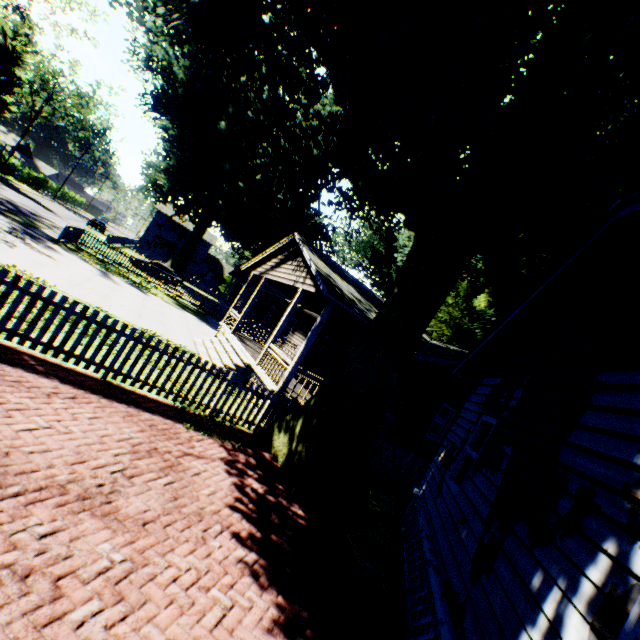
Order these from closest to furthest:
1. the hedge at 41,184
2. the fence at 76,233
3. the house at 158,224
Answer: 1. the fence at 76,233
2. the hedge at 41,184
3. the house at 158,224

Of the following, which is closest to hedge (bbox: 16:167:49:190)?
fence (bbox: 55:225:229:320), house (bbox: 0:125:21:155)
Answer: house (bbox: 0:125:21:155)

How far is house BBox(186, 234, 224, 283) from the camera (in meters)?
58.16

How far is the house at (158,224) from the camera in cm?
5431

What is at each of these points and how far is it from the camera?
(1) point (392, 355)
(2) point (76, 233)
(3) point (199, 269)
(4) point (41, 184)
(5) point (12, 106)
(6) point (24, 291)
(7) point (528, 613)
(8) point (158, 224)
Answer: (1) plant, 7.51m
(2) fence, 21.45m
(3) house, 58.97m
(4) hedge, 56.28m
(5) plant, 42.00m
(6) fence, 6.04m
(7) house, 2.77m
(8) house, 54.69m

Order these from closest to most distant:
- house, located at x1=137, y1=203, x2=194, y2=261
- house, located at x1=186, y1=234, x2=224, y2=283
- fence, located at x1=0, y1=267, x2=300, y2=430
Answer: fence, located at x1=0, y1=267, x2=300, y2=430 → house, located at x1=137, y1=203, x2=194, y2=261 → house, located at x1=186, y1=234, x2=224, y2=283

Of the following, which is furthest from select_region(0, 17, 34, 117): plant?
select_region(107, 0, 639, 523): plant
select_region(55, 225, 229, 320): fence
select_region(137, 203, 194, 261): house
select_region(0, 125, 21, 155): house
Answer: select_region(55, 225, 229, 320): fence
